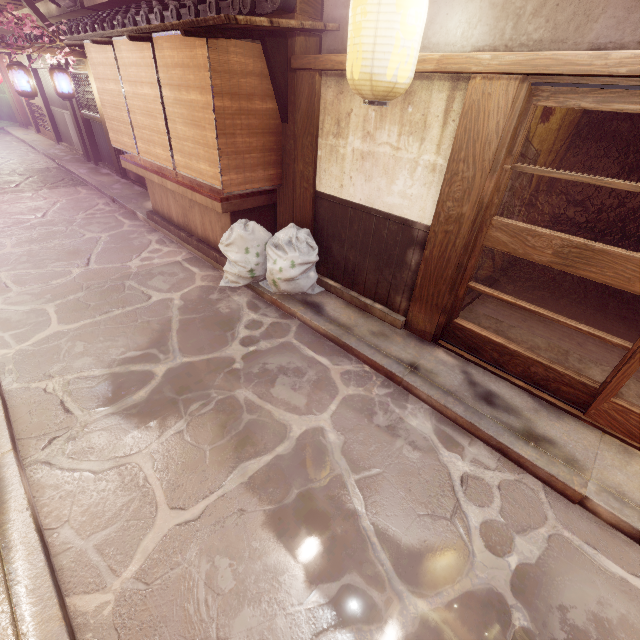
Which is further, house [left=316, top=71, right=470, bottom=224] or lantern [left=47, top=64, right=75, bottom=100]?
lantern [left=47, top=64, right=75, bottom=100]

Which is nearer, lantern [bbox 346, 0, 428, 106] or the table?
lantern [bbox 346, 0, 428, 106]

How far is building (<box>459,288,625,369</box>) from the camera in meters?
7.9

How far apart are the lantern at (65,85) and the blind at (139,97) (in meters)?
9.54

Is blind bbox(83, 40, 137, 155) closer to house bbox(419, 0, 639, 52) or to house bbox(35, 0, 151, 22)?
house bbox(419, 0, 639, 52)

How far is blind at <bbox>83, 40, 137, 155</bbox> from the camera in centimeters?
971cm

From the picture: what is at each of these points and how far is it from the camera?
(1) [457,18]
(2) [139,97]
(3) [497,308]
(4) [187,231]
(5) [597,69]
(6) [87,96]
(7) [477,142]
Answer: (1) house, 5.44m
(2) blind, 9.17m
(3) building, 9.42m
(4) table, 11.81m
(5) wood bar, 4.16m
(6) window grill, 17.77m
(7) wood pole, 5.52m

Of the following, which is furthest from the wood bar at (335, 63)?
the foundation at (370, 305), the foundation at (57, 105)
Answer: the foundation at (57, 105)
